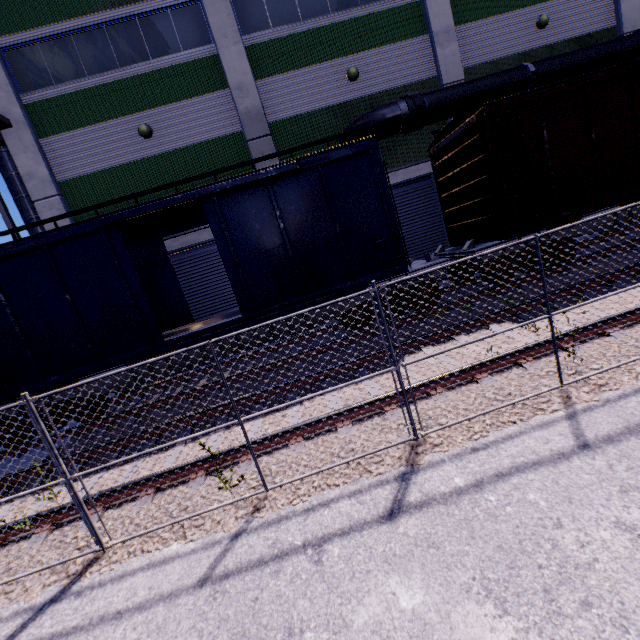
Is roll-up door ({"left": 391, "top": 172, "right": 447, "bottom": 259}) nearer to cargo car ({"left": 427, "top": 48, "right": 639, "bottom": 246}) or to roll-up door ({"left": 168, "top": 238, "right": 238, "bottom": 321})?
cargo car ({"left": 427, "top": 48, "right": 639, "bottom": 246})

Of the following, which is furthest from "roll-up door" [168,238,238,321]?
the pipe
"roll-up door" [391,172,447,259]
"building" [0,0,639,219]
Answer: the pipe

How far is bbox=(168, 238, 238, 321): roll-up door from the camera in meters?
Answer: 12.9 m

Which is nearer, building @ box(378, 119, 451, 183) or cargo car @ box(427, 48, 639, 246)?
cargo car @ box(427, 48, 639, 246)

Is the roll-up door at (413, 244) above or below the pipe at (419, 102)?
below

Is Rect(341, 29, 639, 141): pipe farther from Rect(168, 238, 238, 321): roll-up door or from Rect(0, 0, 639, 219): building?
Rect(168, 238, 238, 321): roll-up door

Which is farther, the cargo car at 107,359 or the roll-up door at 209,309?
the roll-up door at 209,309

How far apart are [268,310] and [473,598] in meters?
6.7 m
